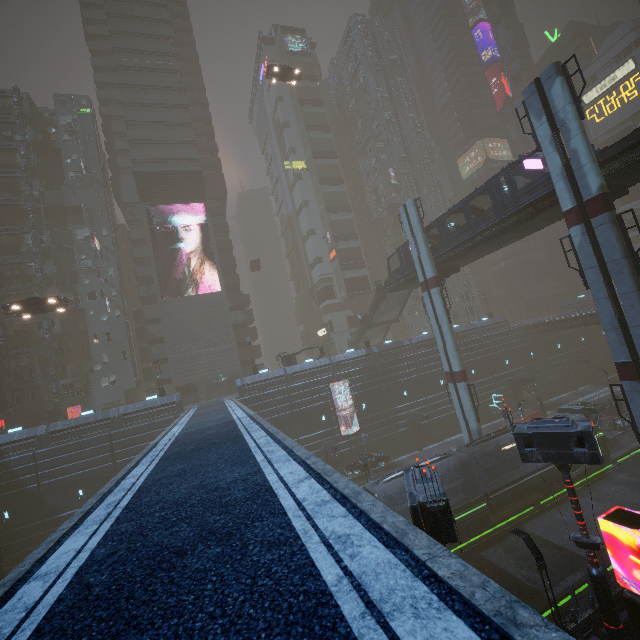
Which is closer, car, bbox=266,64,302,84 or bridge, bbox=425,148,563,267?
bridge, bbox=425,148,563,267

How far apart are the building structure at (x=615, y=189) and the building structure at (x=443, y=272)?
13.34m

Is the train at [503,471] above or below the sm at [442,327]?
below

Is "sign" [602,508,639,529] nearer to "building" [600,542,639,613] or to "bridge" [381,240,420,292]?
"building" [600,542,639,613]

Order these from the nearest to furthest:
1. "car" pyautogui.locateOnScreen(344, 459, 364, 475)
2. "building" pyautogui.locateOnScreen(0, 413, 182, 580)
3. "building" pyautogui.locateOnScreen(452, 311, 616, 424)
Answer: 1. "building" pyautogui.locateOnScreen(0, 413, 182, 580)
2. "car" pyautogui.locateOnScreen(344, 459, 364, 475)
3. "building" pyautogui.locateOnScreen(452, 311, 616, 424)

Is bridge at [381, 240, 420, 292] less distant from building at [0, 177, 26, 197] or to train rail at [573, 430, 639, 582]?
building at [0, 177, 26, 197]

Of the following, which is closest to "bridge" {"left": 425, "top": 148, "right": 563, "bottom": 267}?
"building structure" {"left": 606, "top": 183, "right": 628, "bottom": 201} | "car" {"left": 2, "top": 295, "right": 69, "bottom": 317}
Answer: "building structure" {"left": 606, "top": 183, "right": 628, "bottom": 201}

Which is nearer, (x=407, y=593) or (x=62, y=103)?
(x=407, y=593)
